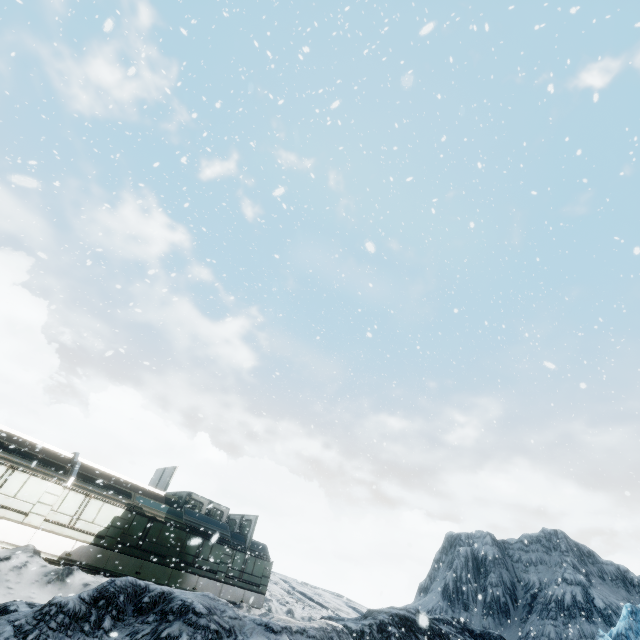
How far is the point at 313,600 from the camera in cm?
3794
